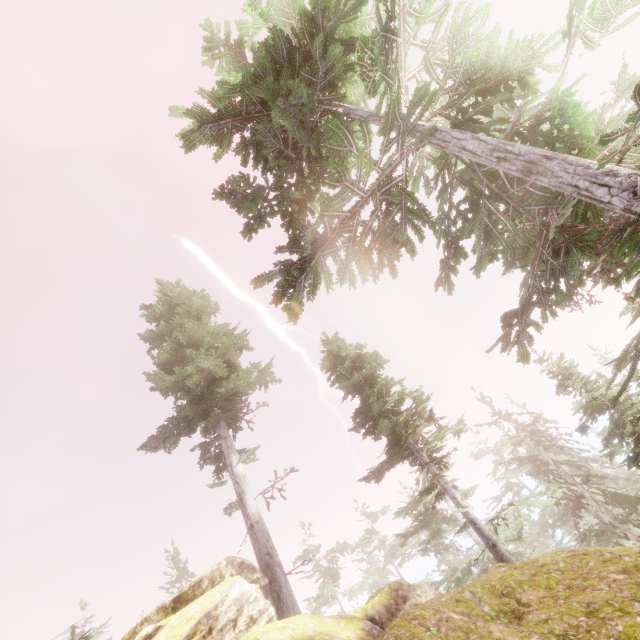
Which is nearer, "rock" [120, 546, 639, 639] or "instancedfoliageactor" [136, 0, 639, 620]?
"rock" [120, 546, 639, 639]

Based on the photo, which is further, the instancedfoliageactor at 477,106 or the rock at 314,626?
the instancedfoliageactor at 477,106

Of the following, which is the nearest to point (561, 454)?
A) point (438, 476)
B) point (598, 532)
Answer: point (598, 532)
